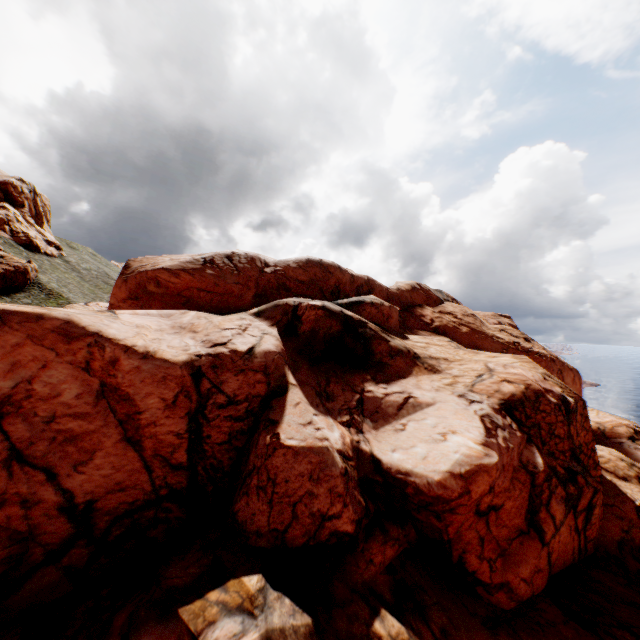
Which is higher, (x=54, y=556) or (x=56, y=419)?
(x=56, y=419)

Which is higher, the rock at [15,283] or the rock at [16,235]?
the rock at [16,235]

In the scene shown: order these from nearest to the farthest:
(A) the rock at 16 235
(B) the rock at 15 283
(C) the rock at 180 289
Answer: (C) the rock at 180 289 → (B) the rock at 15 283 → (A) the rock at 16 235

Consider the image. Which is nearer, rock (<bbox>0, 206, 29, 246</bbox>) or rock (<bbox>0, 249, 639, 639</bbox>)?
rock (<bbox>0, 249, 639, 639</bbox>)

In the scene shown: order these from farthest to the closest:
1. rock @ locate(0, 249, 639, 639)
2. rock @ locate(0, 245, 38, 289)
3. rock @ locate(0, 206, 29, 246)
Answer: rock @ locate(0, 206, 29, 246) < rock @ locate(0, 245, 38, 289) < rock @ locate(0, 249, 639, 639)

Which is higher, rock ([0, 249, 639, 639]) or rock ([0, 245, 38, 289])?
rock ([0, 245, 38, 289])
